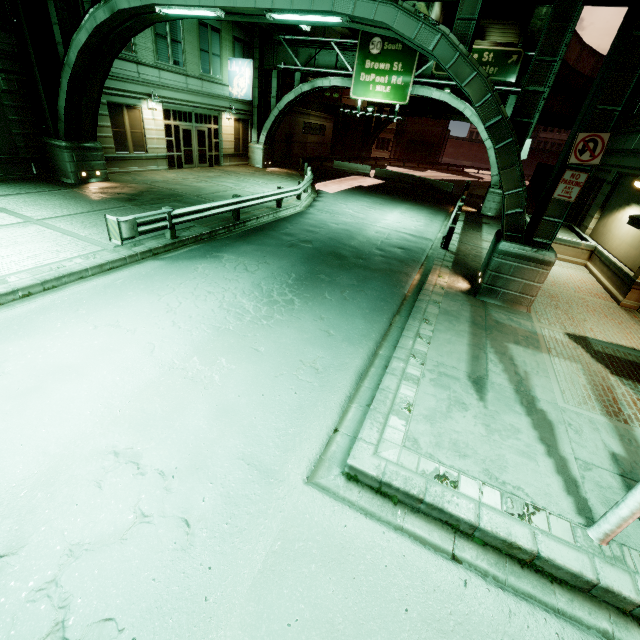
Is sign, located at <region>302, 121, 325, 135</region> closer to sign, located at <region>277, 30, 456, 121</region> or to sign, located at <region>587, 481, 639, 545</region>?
sign, located at <region>277, 30, 456, 121</region>

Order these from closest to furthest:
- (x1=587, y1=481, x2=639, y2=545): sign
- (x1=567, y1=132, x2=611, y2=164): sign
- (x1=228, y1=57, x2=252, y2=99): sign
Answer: (x1=587, y1=481, x2=639, y2=545): sign → (x1=567, y1=132, x2=611, y2=164): sign → (x1=228, y1=57, x2=252, y2=99): sign

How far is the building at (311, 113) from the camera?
32.2 meters

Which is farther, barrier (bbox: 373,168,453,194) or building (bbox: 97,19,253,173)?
barrier (bbox: 373,168,453,194)

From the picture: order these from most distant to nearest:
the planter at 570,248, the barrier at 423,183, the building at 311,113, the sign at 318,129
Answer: the sign at 318,129, the building at 311,113, the barrier at 423,183, the planter at 570,248

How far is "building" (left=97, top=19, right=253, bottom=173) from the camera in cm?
1709

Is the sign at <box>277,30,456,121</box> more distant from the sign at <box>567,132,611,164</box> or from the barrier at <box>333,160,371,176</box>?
the sign at <box>567,132,611,164</box>

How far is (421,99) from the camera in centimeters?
4019cm
